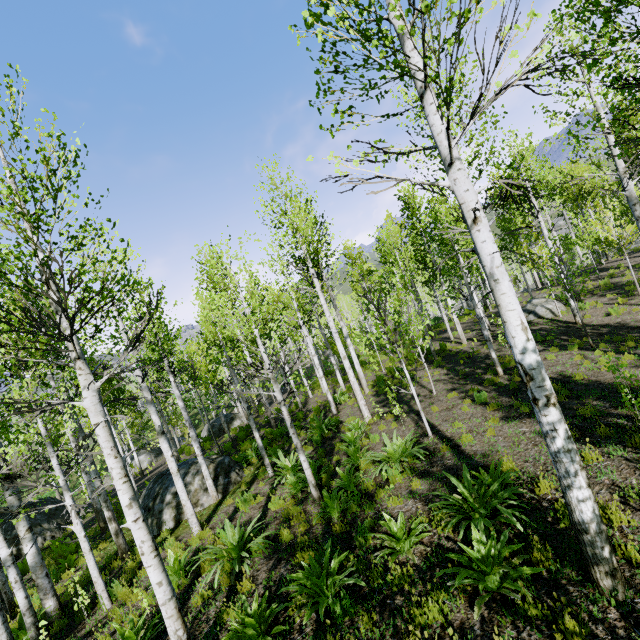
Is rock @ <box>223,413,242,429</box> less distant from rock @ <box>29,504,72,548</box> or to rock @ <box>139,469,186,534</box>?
rock @ <box>29,504,72,548</box>

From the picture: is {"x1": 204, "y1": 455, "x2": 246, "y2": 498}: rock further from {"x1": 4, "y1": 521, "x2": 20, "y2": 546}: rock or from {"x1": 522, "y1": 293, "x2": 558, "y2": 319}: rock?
{"x1": 522, "y1": 293, "x2": 558, "y2": 319}: rock

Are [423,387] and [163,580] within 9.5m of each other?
no

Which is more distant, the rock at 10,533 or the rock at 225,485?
the rock at 10,533

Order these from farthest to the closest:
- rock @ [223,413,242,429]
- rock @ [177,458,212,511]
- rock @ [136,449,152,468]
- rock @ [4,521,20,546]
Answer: rock @ [136,449,152,468]
rock @ [223,413,242,429]
rock @ [4,521,20,546]
rock @ [177,458,212,511]

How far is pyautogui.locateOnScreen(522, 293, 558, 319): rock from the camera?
17.1 meters

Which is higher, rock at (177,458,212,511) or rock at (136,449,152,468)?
rock at (177,458,212,511)

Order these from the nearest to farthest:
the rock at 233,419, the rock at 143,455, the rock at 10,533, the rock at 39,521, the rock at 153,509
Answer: the rock at 153,509 → the rock at 10,533 → the rock at 39,521 → the rock at 233,419 → the rock at 143,455
